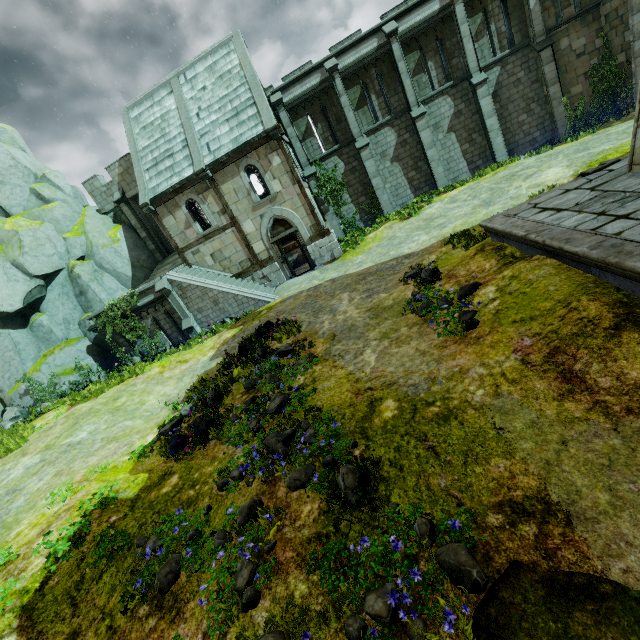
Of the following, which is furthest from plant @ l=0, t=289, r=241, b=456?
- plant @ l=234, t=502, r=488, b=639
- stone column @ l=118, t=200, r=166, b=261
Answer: plant @ l=234, t=502, r=488, b=639

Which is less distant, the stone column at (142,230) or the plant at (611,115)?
the plant at (611,115)

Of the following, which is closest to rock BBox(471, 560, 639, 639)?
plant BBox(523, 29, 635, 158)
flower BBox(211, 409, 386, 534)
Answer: flower BBox(211, 409, 386, 534)

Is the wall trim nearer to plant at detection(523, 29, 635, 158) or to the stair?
the stair

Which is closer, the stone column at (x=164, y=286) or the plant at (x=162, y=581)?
the plant at (x=162, y=581)

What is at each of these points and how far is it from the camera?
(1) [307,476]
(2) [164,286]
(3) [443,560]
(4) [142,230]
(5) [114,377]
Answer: (1) flower, 5.3 meters
(2) stone column, 16.7 meters
(3) plant, 3.4 meters
(4) stone column, 23.2 meters
(5) plant, 14.1 meters

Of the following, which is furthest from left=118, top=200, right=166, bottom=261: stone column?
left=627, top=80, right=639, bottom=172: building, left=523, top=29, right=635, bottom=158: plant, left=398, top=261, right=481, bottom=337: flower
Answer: left=523, top=29, right=635, bottom=158: plant

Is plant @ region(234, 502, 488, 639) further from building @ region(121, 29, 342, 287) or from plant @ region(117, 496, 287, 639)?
building @ region(121, 29, 342, 287)
